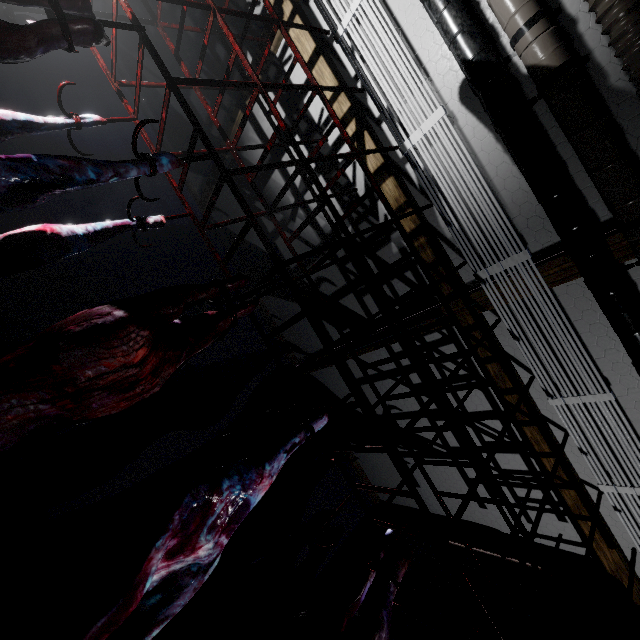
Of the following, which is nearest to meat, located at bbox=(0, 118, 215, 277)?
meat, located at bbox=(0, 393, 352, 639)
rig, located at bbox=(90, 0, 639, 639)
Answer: rig, located at bbox=(90, 0, 639, 639)

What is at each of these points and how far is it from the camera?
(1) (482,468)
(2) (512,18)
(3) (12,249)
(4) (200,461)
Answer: (1) rig, 1.8 meters
(2) pipe, 1.8 meters
(3) meat, 1.3 meters
(4) meat, 1.5 meters

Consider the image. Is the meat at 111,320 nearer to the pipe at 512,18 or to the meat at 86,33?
the meat at 86,33

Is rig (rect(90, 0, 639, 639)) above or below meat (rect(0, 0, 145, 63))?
above

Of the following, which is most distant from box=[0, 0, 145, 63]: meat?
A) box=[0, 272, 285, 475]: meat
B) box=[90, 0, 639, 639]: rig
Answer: box=[0, 272, 285, 475]: meat

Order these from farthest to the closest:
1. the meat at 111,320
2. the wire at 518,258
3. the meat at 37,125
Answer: the wire at 518,258, the meat at 37,125, the meat at 111,320

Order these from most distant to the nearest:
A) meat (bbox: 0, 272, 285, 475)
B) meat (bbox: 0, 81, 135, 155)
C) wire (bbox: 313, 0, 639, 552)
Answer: wire (bbox: 313, 0, 639, 552), meat (bbox: 0, 81, 135, 155), meat (bbox: 0, 272, 285, 475)

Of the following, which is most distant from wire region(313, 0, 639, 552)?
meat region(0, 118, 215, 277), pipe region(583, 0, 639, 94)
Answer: meat region(0, 118, 215, 277)
